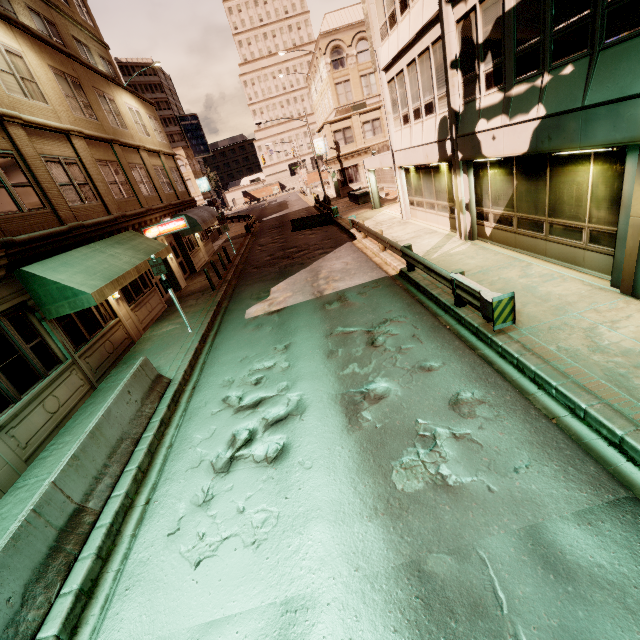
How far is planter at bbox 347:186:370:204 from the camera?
29.71m

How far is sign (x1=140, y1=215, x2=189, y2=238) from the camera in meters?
16.3

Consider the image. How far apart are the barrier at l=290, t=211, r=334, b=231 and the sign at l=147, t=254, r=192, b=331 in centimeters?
1643cm

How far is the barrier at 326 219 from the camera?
25.7 meters

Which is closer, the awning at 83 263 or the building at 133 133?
the building at 133 133

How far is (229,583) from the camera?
4.16m

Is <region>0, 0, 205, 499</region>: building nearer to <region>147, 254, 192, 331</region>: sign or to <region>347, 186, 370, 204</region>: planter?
<region>147, 254, 192, 331</region>: sign

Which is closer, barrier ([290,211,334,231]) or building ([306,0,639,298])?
building ([306,0,639,298])
